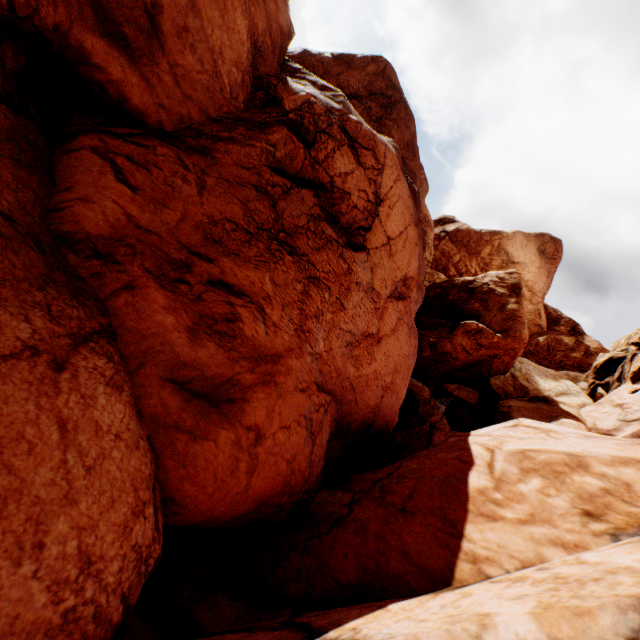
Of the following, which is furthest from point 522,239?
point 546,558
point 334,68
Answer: point 546,558
